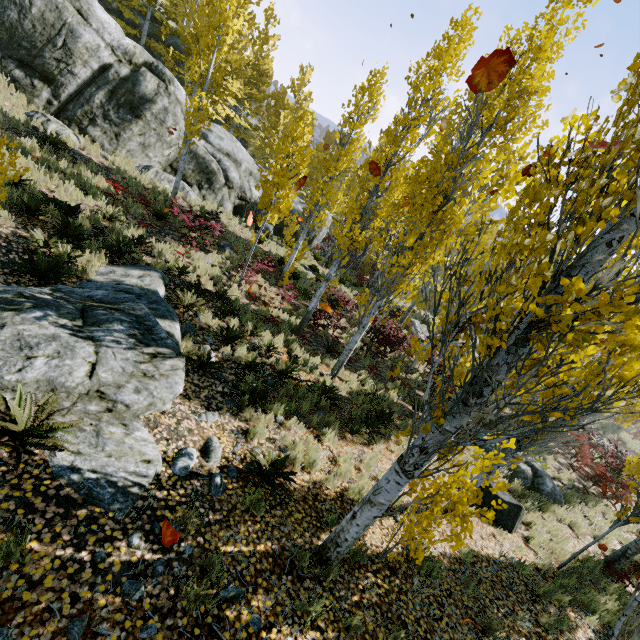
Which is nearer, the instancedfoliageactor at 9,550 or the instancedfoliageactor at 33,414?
the instancedfoliageactor at 9,550

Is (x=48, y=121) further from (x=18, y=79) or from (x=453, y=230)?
(x=453, y=230)

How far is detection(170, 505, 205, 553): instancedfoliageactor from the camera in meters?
3.5

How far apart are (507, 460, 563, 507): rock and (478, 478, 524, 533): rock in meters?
2.6

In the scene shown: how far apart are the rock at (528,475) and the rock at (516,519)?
2.6m

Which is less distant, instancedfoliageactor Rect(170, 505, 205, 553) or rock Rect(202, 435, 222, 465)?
instancedfoliageactor Rect(170, 505, 205, 553)

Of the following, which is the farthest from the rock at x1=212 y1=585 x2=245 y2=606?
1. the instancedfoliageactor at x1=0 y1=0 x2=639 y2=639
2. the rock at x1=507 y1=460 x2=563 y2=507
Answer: the rock at x1=507 y1=460 x2=563 y2=507
